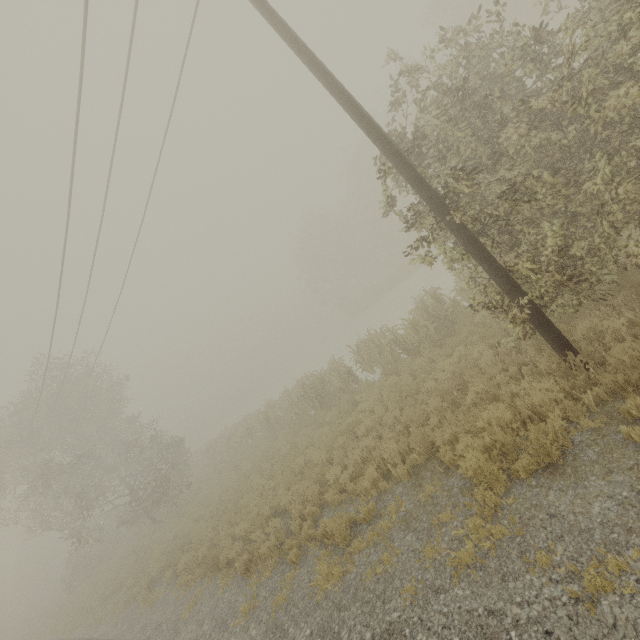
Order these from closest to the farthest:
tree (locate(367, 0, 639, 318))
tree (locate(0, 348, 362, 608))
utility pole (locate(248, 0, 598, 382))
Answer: tree (locate(367, 0, 639, 318)), utility pole (locate(248, 0, 598, 382)), tree (locate(0, 348, 362, 608))

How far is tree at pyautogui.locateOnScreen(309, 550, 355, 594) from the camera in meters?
6.0 m

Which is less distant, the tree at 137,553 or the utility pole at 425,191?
the utility pole at 425,191

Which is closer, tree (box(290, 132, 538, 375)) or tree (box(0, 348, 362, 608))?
tree (box(290, 132, 538, 375))

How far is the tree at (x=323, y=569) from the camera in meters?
6.0

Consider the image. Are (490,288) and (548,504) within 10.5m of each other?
yes
